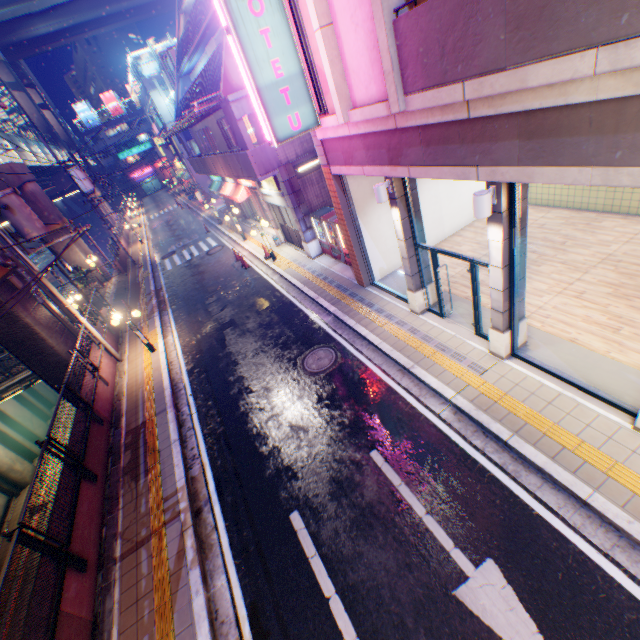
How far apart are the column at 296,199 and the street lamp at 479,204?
10.00m

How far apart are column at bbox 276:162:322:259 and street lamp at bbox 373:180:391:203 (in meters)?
7.14

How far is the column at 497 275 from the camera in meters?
5.6

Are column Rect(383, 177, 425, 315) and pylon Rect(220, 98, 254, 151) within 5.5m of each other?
no

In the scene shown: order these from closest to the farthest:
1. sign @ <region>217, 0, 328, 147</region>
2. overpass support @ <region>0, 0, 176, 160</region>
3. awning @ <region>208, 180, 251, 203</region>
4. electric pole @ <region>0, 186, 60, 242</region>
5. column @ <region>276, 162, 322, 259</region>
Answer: sign @ <region>217, 0, 328, 147</region> → electric pole @ <region>0, 186, 60, 242</region> → column @ <region>276, 162, 322, 259</region> → awning @ <region>208, 180, 251, 203</region> → overpass support @ <region>0, 0, 176, 160</region>

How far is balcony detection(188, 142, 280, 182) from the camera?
13.12m

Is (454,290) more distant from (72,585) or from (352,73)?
(72,585)

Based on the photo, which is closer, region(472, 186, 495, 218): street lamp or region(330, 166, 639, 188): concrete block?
region(330, 166, 639, 188): concrete block
